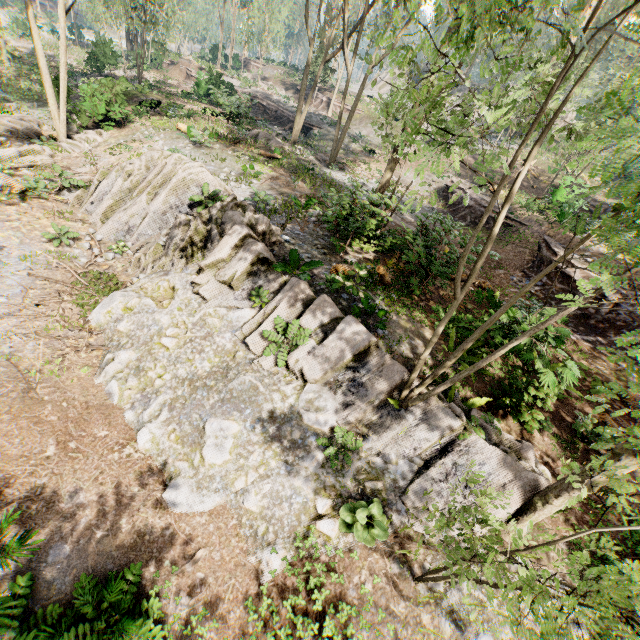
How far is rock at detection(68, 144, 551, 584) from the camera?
6.81m

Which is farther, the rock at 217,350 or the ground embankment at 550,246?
the ground embankment at 550,246

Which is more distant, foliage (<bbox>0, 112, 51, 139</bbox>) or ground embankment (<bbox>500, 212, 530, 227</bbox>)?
ground embankment (<bbox>500, 212, 530, 227</bbox>)

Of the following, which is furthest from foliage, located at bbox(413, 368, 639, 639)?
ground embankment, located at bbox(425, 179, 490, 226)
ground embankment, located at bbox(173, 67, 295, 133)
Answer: ground embankment, located at bbox(425, 179, 490, 226)

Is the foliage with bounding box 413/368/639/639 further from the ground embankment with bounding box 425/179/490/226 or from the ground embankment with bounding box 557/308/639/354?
the ground embankment with bounding box 425/179/490/226

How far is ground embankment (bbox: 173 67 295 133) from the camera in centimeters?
1872cm

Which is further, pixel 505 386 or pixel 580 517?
pixel 505 386

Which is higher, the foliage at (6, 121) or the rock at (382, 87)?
the rock at (382, 87)
